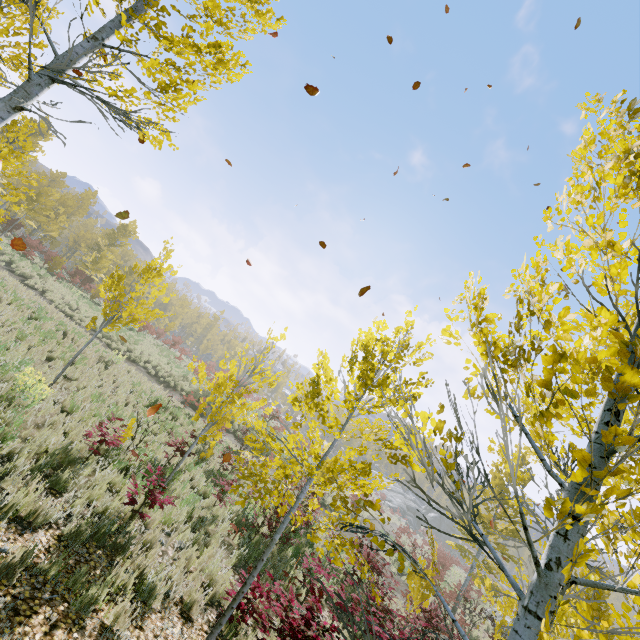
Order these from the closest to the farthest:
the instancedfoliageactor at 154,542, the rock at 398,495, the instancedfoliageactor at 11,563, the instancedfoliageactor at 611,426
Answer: the instancedfoliageactor at 611,426 < the instancedfoliageactor at 11,563 < the instancedfoliageactor at 154,542 < the rock at 398,495

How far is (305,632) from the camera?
5.0 meters

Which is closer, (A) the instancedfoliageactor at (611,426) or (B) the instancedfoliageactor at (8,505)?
(A) the instancedfoliageactor at (611,426)

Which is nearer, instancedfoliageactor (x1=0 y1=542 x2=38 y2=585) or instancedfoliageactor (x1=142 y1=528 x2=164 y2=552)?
instancedfoliageactor (x1=0 y1=542 x2=38 y2=585)

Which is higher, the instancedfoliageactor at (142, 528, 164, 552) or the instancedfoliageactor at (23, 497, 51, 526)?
the instancedfoliageactor at (23, 497, 51, 526)

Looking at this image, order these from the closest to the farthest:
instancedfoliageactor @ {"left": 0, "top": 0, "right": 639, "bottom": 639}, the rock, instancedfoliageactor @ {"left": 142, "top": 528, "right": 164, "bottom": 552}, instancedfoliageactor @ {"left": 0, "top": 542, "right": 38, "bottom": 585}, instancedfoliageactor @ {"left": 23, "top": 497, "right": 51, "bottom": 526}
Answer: instancedfoliageactor @ {"left": 0, "top": 0, "right": 639, "bottom": 639} < instancedfoliageactor @ {"left": 0, "top": 542, "right": 38, "bottom": 585} < instancedfoliageactor @ {"left": 23, "top": 497, "right": 51, "bottom": 526} < instancedfoliageactor @ {"left": 142, "top": 528, "right": 164, "bottom": 552} < the rock

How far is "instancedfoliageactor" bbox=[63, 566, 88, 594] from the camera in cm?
400
